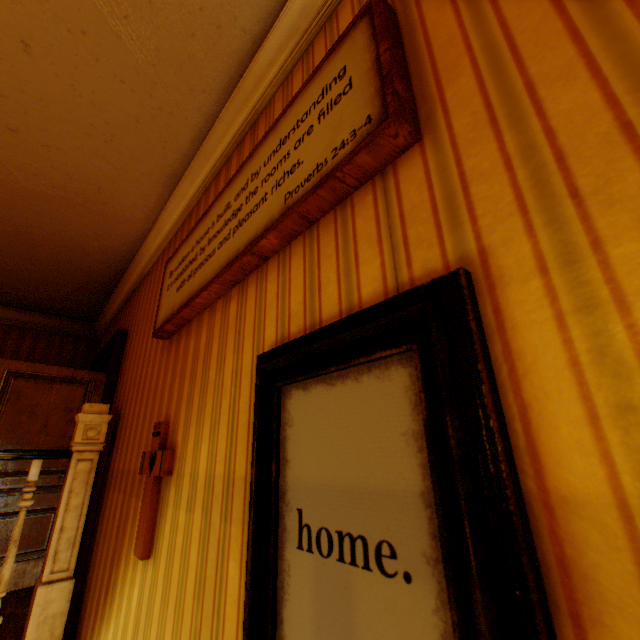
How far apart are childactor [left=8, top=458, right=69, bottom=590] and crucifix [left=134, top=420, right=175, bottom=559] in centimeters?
279cm

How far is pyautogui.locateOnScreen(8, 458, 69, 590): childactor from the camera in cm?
328

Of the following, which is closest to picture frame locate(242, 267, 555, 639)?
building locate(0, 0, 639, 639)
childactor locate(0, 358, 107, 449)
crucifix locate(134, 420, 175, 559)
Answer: building locate(0, 0, 639, 639)

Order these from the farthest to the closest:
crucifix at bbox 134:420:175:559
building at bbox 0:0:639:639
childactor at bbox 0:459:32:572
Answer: childactor at bbox 0:459:32:572 < crucifix at bbox 134:420:175:559 < building at bbox 0:0:639:639

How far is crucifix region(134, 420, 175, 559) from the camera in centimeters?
155cm

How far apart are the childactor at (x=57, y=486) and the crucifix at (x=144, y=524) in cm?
279

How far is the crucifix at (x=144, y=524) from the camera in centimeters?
155cm

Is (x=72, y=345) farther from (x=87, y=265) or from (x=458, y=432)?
(x=458, y=432)
